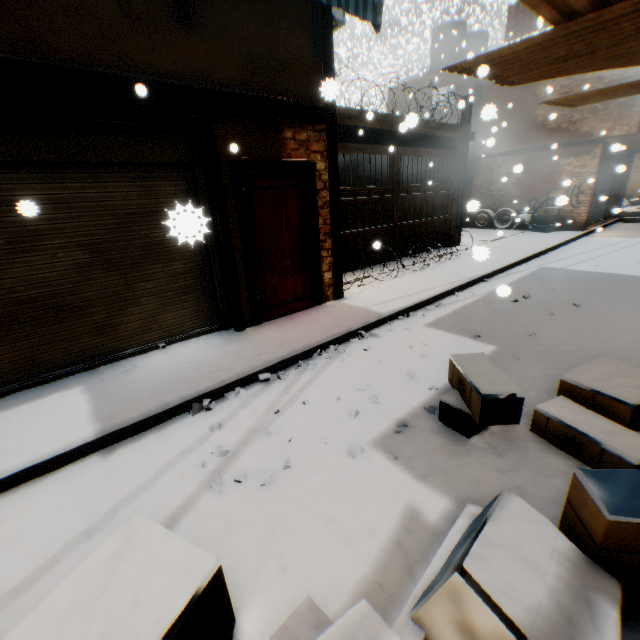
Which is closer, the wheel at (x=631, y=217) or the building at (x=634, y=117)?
the building at (x=634, y=117)

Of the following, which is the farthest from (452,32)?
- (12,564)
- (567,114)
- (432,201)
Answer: (12,564)

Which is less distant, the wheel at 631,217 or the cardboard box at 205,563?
the cardboard box at 205,563

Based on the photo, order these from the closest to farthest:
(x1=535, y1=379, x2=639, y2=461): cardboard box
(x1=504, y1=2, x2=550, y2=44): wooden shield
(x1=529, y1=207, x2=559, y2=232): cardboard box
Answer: (x1=535, y1=379, x2=639, y2=461): cardboard box
(x1=504, y1=2, x2=550, y2=44): wooden shield
(x1=529, y1=207, x2=559, y2=232): cardboard box

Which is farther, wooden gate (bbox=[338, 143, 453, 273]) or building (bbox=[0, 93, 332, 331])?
wooden gate (bbox=[338, 143, 453, 273])

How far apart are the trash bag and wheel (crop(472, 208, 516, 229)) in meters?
0.0

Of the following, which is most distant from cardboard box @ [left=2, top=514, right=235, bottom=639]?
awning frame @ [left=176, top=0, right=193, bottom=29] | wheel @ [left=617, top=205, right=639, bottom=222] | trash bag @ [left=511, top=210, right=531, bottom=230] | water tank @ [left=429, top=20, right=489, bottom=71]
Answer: wheel @ [left=617, top=205, right=639, bottom=222]

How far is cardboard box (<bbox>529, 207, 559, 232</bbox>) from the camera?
13.1 meters
